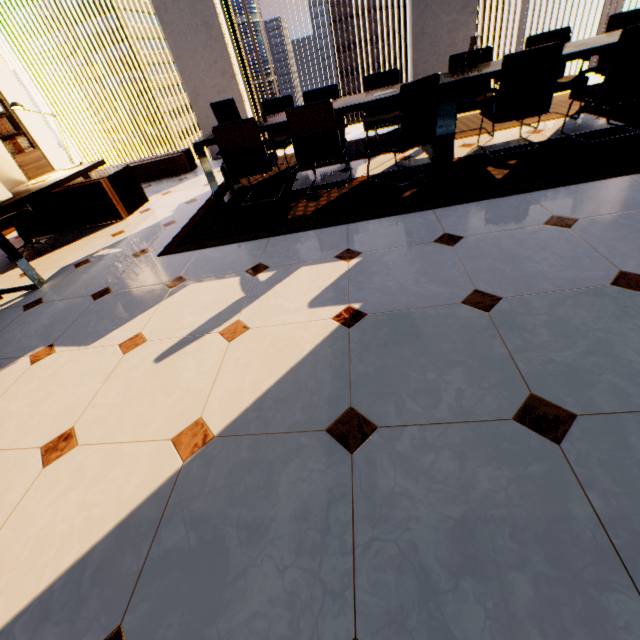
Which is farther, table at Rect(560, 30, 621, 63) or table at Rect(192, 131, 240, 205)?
table at Rect(192, 131, 240, 205)

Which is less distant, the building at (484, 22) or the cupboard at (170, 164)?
the cupboard at (170, 164)

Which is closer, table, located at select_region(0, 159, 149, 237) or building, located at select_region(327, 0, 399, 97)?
table, located at select_region(0, 159, 149, 237)

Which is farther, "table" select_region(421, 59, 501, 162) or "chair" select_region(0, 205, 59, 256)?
"chair" select_region(0, 205, 59, 256)

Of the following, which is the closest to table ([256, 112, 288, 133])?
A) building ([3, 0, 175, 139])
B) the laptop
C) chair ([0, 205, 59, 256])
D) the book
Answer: the laptop

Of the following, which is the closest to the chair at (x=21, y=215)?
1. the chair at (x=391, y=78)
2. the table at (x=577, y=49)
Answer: the table at (x=577, y=49)

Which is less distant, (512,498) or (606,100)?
(512,498)

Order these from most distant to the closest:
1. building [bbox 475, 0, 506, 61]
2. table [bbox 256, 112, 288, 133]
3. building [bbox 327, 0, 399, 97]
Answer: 1. building [bbox 327, 0, 399, 97]
2. building [bbox 475, 0, 506, 61]
3. table [bbox 256, 112, 288, 133]
